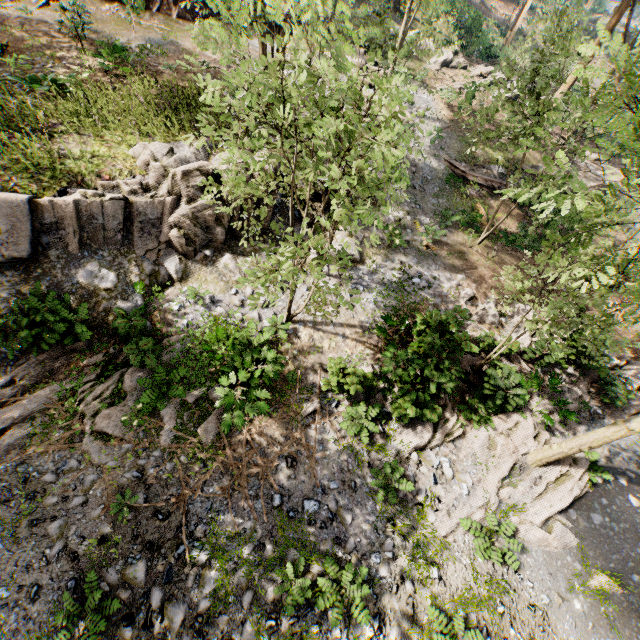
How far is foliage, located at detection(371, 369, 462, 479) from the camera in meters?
10.0 m

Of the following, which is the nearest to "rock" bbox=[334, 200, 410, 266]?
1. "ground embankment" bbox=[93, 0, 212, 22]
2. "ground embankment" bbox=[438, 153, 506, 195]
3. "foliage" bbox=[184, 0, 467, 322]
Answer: "foliage" bbox=[184, 0, 467, 322]

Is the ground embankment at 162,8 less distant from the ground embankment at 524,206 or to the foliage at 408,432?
the foliage at 408,432

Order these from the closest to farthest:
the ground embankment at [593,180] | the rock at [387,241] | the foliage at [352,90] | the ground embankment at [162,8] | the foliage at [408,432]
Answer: the foliage at [352,90], the foliage at [408,432], the rock at [387,241], the ground embankment at [162,8], the ground embankment at [593,180]

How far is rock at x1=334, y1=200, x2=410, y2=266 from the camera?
15.01m

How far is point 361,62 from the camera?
4.20m

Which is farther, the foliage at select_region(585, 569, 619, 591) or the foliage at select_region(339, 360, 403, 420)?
the foliage at select_region(339, 360, 403, 420)
